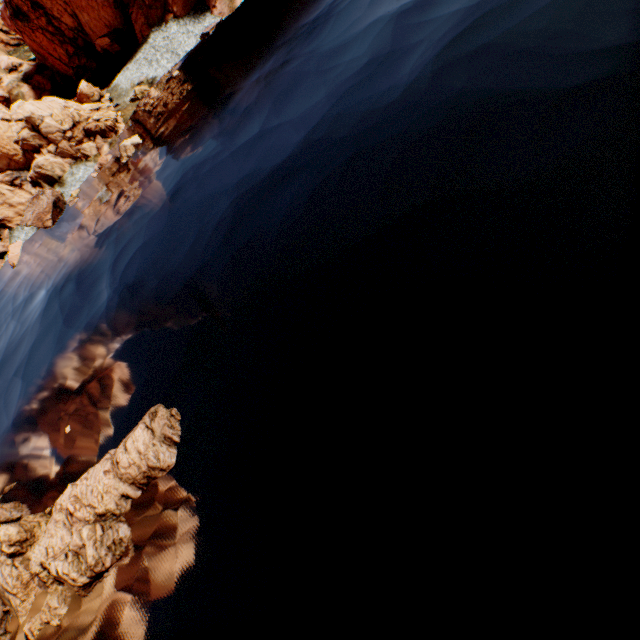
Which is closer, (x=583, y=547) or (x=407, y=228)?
(x=583, y=547)

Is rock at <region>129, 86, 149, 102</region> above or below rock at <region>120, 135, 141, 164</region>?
above

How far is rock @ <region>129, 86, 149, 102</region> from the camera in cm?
3538

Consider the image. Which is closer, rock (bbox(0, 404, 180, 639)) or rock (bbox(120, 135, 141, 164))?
rock (bbox(0, 404, 180, 639))

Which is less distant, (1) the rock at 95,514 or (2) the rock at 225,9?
(1) the rock at 95,514

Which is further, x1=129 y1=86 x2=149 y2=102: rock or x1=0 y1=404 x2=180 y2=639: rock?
x1=129 y1=86 x2=149 y2=102: rock

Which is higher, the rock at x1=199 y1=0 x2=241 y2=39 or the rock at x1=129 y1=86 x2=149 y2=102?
the rock at x1=129 y1=86 x2=149 y2=102
